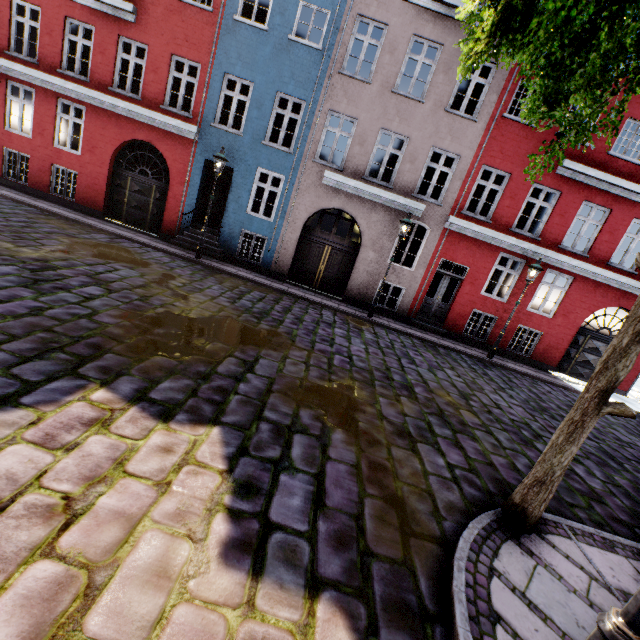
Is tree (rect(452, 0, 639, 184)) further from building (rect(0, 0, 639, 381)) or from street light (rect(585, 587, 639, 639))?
building (rect(0, 0, 639, 381))

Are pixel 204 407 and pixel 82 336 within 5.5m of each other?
yes

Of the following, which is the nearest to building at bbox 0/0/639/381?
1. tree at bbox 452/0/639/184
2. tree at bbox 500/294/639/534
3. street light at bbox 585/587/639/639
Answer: street light at bbox 585/587/639/639

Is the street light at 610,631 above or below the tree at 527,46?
below

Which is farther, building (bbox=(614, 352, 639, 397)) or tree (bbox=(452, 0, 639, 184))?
building (bbox=(614, 352, 639, 397))

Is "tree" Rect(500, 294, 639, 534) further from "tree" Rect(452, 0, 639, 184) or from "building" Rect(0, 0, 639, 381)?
"building" Rect(0, 0, 639, 381)

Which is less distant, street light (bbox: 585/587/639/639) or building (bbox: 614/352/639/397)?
street light (bbox: 585/587/639/639)

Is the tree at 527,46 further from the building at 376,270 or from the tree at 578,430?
the building at 376,270
